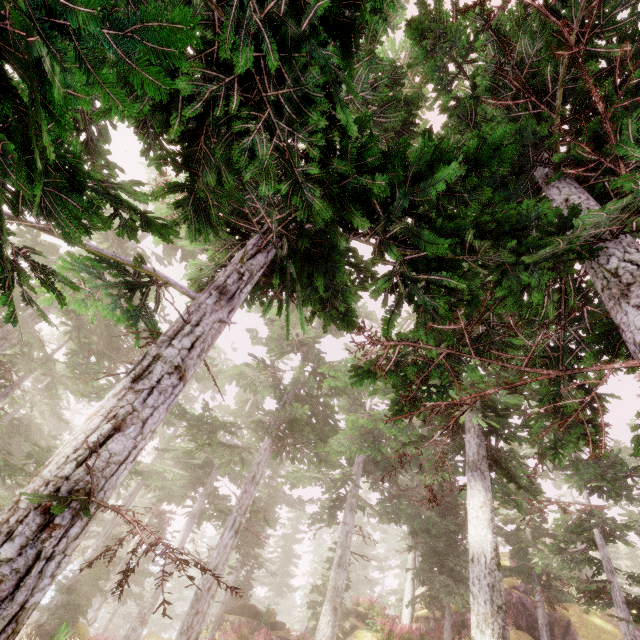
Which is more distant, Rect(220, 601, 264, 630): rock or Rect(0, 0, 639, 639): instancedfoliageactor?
Rect(220, 601, 264, 630): rock

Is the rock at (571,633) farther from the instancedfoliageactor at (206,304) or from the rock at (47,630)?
the rock at (47,630)

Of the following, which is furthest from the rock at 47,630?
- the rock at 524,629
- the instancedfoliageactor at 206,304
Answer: the rock at 524,629

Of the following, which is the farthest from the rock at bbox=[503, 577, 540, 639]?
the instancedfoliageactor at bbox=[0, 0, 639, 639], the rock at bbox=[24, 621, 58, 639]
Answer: the rock at bbox=[24, 621, 58, 639]

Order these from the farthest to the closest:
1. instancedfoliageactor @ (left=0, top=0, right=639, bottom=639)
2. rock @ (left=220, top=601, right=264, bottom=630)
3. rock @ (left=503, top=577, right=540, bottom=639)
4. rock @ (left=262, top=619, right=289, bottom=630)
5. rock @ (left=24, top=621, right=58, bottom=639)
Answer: rock @ (left=262, top=619, right=289, bottom=630)
rock @ (left=220, top=601, right=264, bottom=630)
rock @ (left=503, top=577, right=540, bottom=639)
rock @ (left=24, top=621, right=58, bottom=639)
instancedfoliageactor @ (left=0, top=0, right=639, bottom=639)

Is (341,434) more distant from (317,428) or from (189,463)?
(189,463)

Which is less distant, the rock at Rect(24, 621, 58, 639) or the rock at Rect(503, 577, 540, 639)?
the rock at Rect(24, 621, 58, 639)
